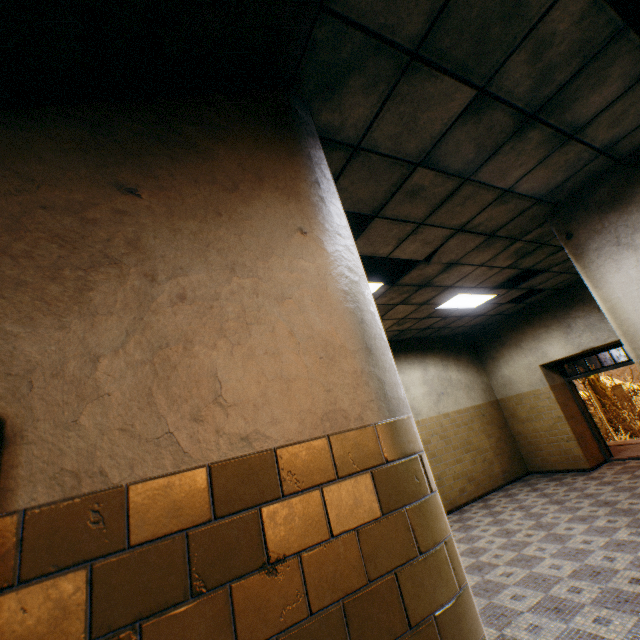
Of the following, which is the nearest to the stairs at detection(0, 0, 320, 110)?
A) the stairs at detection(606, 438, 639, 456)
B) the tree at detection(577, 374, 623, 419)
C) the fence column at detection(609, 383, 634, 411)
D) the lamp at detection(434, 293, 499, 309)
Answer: the lamp at detection(434, 293, 499, 309)

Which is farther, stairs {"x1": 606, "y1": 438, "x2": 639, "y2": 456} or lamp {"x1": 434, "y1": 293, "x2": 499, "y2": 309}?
stairs {"x1": 606, "y1": 438, "x2": 639, "y2": 456}

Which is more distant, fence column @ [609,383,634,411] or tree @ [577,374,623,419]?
fence column @ [609,383,634,411]

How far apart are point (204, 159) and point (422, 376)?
7.8 meters

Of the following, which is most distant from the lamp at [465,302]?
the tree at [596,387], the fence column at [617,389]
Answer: the fence column at [617,389]

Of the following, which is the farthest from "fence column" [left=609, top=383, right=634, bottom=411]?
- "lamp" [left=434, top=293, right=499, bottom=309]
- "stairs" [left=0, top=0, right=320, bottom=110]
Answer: "stairs" [left=0, top=0, right=320, bottom=110]

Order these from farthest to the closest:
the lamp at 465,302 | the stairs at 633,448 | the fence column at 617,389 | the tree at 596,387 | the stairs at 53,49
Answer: the fence column at 617,389 < the tree at 596,387 < the stairs at 633,448 < the lamp at 465,302 < the stairs at 53,49
